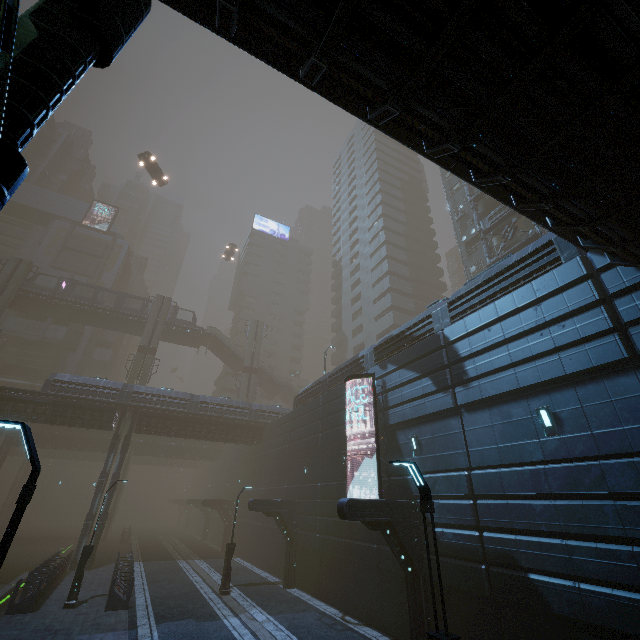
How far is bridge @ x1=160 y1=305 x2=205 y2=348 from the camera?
47.09m

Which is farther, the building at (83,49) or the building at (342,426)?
the building at (342,426)

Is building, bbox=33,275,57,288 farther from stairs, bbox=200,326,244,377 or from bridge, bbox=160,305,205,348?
stairs, bbox=200,326,244,377

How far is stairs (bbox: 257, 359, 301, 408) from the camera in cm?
5053

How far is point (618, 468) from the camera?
8.19m

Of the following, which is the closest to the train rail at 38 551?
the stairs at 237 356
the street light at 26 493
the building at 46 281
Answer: the street light at 26 493

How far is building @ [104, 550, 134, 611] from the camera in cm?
1559

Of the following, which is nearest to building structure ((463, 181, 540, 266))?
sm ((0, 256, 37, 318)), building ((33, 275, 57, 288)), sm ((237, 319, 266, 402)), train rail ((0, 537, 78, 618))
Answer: train rail ((0, 537, 78, 618))
